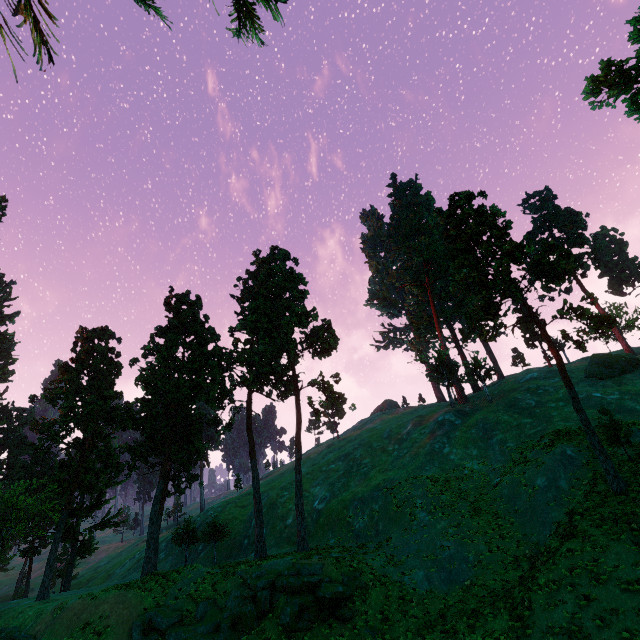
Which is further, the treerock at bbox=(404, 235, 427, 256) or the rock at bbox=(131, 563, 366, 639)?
the treerock at bbox=(404, 235, 427, 256)

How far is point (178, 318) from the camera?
38.8 meters

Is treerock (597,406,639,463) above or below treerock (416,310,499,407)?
below

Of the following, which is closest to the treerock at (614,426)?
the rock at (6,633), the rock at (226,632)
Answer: the rock at (6,633)

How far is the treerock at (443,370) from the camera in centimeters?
4725cm

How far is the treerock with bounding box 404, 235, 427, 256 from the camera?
56.9m

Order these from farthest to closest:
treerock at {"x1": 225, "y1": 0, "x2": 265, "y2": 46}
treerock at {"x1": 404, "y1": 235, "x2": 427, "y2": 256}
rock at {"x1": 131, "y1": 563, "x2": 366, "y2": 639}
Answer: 1. treerock at {"x1": 404, "y1": 235, "x2": 427, "y2": 256}
2. rock at {"x1": 131, "y1": 563, "x2": 366, "y2": 639}
3. treerock at {"x1": 225, "y1": 0, "x2": 265, "y2": 46}
